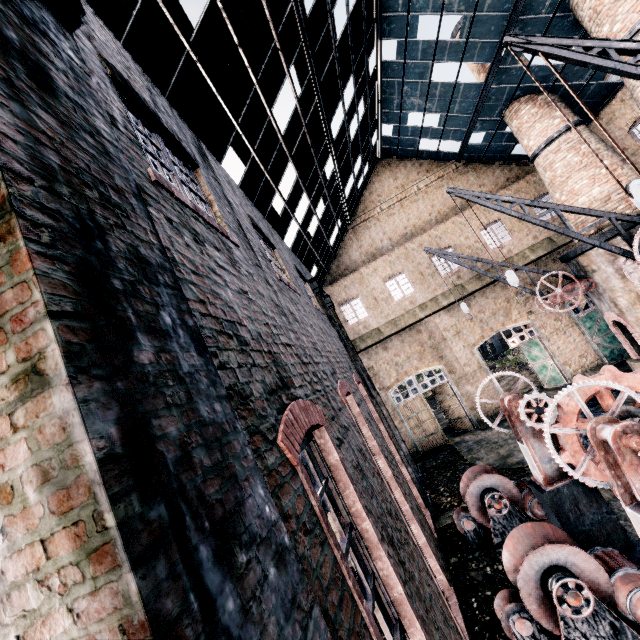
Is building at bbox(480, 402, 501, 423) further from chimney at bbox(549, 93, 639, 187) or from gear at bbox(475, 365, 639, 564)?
gear at bbox(475, 365, 639, 564)

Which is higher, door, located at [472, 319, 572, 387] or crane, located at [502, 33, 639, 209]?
crane, located at [502, 33, 639, 209]

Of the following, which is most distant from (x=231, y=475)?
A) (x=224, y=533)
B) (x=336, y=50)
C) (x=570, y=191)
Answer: (x=570, y=191)

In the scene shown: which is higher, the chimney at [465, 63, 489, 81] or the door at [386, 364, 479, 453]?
the chimney at [465, 63, 489, 81]

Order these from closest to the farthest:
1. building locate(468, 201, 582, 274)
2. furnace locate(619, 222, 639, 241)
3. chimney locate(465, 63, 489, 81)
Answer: furnace locate(619, 222, 639, 241), chimney locate(465, 63, 489, 81), building locate(468, 201, 582, 274)

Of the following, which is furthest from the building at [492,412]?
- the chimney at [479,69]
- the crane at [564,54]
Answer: the crane at [564,54]

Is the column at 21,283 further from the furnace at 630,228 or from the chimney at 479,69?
the chimney at 479,69

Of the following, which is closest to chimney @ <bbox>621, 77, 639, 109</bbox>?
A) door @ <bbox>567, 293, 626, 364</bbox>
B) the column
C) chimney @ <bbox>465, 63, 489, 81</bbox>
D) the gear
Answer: chimney @ <bbox>465, 63, 489, 81</bbox>
